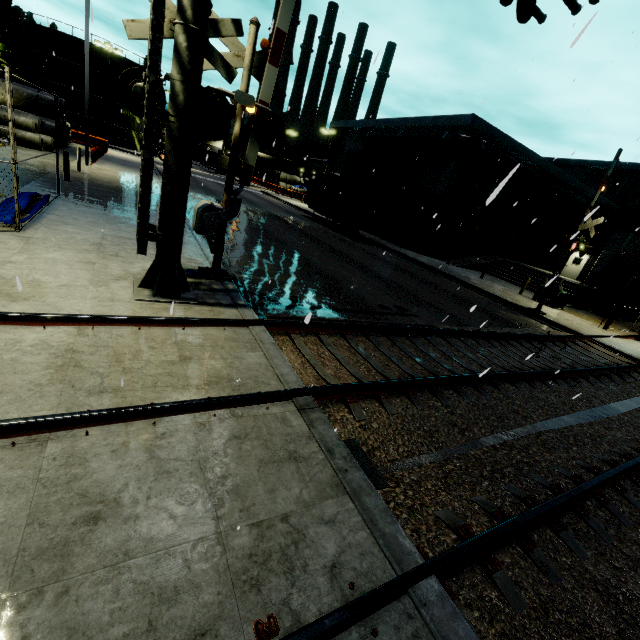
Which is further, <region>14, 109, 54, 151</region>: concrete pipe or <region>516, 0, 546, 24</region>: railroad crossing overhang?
<region>14, 109, 54, 151</region>: concrete pipe

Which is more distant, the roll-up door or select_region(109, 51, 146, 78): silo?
select_region(109, 51, 146, 78): silo

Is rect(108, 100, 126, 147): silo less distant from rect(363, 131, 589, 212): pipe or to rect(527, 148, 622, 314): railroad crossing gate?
rect(363, 131, 589, 212): pipe

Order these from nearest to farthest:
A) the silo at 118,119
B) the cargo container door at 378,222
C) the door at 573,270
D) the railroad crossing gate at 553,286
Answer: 1. the railroad crossing gate at 553,286
2. the cargo container door at 378,222
3. the door at 573,270
4. the silo at 118,119

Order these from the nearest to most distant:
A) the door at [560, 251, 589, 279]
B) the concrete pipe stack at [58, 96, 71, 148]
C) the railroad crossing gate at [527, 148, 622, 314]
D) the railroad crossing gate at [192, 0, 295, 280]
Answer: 1. the railroad crossing gate at [192, 0, 295, 280]
2. the railroad crossing gate at [527, 148, 622, 314]
3. the concrete pipe stack at [58, 96, 71, 148]
4. the door at [560, 251, 589, 279]

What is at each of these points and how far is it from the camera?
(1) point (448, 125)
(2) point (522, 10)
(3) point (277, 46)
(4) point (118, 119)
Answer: (1) building, 25.50m
(2) railroad crossing overhang, 7.87m
(3) railroad crossing gate, 6.43m
(4) silo, 49.47m

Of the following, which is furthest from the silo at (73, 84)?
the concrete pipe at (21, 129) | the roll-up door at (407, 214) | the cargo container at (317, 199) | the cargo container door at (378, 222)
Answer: the roll-up door at (407, 214)

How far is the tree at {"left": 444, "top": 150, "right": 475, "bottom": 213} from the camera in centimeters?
2548cm
